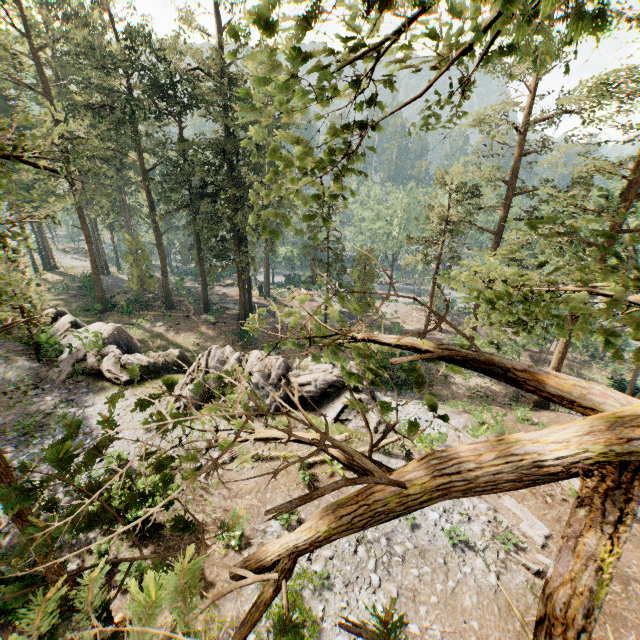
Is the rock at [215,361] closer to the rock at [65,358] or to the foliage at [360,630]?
the rock at [65,358]

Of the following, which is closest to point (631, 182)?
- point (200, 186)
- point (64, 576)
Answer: point (64, 576)

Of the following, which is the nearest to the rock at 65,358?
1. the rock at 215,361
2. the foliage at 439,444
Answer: the rock at 215,361

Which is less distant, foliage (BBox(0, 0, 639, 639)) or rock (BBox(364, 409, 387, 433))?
foliage (BBox(0, 0, 639, 639))

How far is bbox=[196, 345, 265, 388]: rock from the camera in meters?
18.7 m

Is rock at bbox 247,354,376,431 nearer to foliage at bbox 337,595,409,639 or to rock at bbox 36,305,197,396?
rock at bbox 36,305,197,396

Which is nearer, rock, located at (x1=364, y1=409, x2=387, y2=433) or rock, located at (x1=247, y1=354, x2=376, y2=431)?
rock, located at (x1=364, y1=409, x2=387, y2=433)

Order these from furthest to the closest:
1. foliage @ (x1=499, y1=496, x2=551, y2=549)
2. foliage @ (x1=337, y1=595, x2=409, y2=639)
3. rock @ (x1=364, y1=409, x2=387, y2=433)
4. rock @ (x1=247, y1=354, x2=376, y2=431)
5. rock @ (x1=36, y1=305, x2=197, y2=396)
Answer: rock @ (x1=36, y1=305, x2=197, y2=396)
rock @ (x1=247, y1=354, x2=376, y2=431)
rock @ (x1=364, y1=409, x2=387, y2=433)
foliage @ (x1=499, y1=496, x2=551, y2=549)
foliage @ (x1=337, y1=595, x2=409, y2=639)
